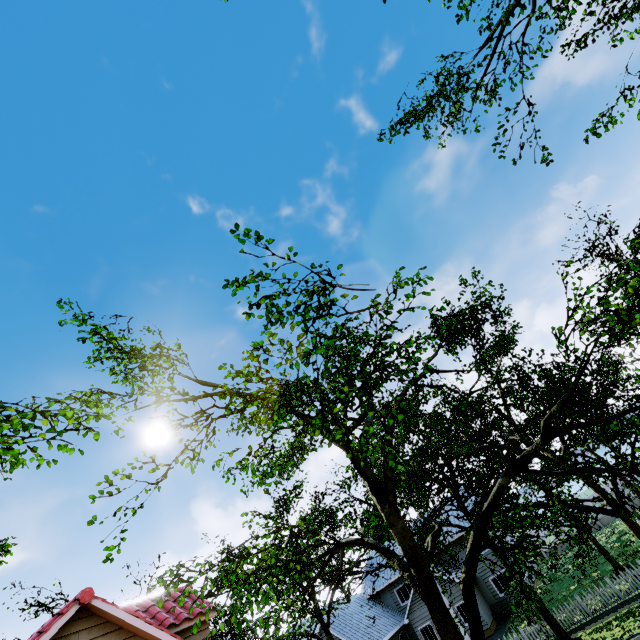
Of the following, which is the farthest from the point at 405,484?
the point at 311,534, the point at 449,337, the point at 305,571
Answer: the point at 449,337
